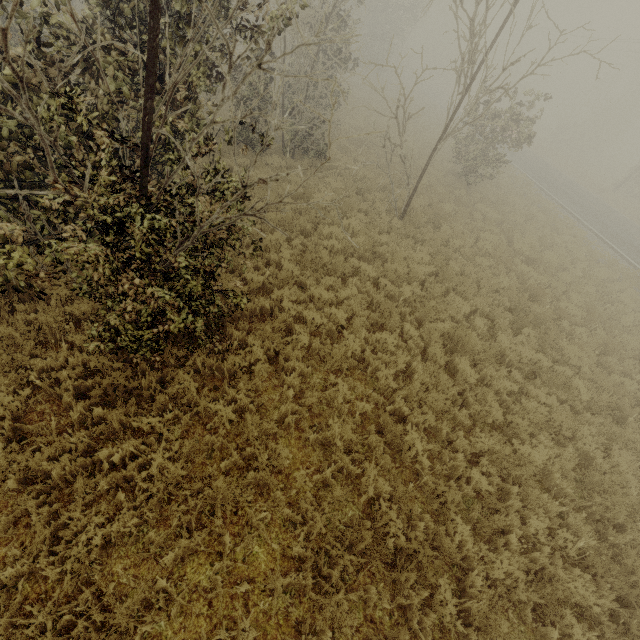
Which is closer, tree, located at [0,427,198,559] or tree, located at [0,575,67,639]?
tree, located at [0,575,67,639]

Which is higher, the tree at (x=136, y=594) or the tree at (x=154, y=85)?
the tree at (x=154, y=85)

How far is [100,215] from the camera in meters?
3.0 m

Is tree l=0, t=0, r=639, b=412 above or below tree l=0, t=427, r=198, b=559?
above
